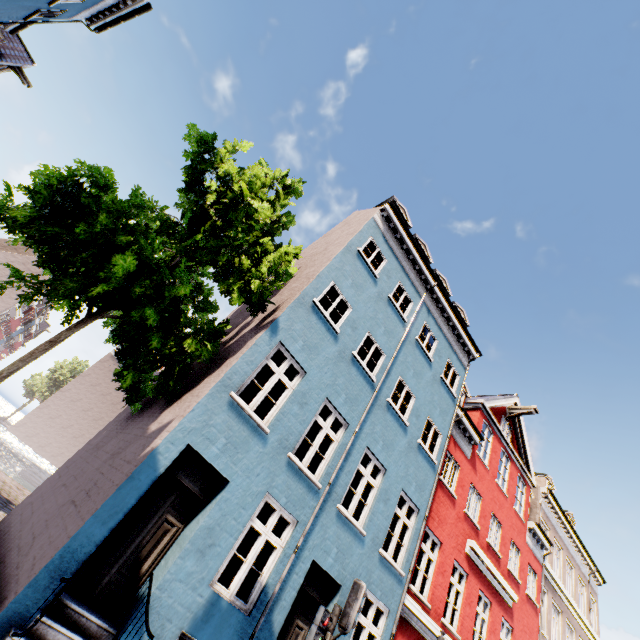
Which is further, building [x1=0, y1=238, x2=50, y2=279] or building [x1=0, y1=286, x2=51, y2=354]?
building [x1=0, y1=238, x2=50, y2=279]

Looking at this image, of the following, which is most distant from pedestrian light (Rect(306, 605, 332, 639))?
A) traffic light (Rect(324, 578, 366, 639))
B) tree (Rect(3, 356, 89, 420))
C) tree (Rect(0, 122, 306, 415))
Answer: tree (Rect(3, 356, 89, 420))

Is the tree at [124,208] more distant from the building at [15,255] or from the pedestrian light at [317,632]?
the pedestrian light at [317,632]

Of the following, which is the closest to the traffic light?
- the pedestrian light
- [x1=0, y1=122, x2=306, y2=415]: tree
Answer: the pedestrian light

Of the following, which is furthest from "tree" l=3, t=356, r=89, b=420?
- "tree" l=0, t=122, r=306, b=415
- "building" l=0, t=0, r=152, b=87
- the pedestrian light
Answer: the pedestrian light

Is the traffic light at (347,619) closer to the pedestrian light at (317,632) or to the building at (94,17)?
the pedestrian light at (317,632)

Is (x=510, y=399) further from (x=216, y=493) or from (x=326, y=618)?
(x=216, y=493)

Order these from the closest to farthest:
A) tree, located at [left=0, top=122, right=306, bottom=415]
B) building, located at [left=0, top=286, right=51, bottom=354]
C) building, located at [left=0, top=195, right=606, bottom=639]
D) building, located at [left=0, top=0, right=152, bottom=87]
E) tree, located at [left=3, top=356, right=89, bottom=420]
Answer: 1. building, located at [left=0, top=195, right=606, bottom=639]
2. tree, located at [left=0, top=122, right=306, bottom=415]
3. building, located at [left=0, top=0, right=152, bottom=87]
4. building, located at [left=0, top=286, right=51, bottom=354]
5. tree, located at [left=3, top=356, right=89, bottom=420]
